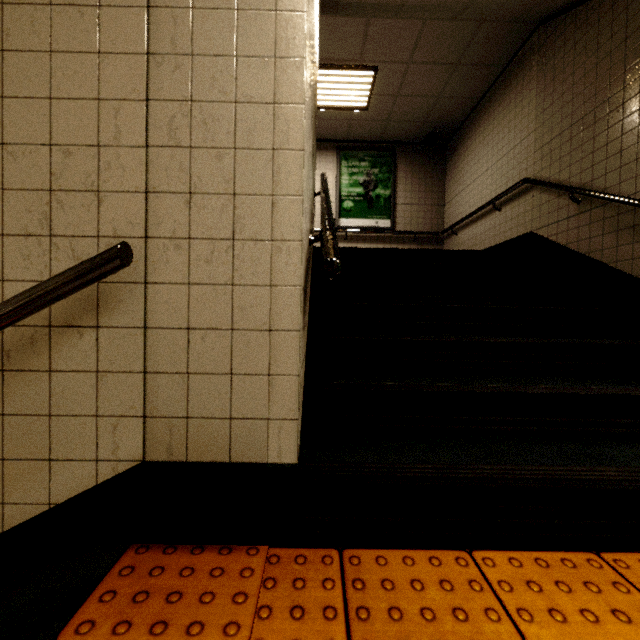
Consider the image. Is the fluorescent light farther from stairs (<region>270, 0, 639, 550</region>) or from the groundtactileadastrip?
the groundtactileadastrip

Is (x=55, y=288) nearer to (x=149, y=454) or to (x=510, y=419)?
(x=149, y=454)

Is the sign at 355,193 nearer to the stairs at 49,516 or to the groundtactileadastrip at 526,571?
the stairs at 49,516

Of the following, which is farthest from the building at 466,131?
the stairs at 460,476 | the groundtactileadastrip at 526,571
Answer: the groundtactileadastrip at 526,571

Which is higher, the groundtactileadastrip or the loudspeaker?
the loudspeaker

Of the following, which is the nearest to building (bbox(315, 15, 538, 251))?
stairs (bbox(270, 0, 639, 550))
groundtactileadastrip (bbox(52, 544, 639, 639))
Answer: stairs (bbox(270, 0, 639, 550))

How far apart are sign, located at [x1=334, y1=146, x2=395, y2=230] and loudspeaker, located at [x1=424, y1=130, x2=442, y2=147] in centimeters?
69cm

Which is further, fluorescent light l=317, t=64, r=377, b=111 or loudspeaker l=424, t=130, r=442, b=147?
loudspeaker l=424, t=130, r=442, b=147
